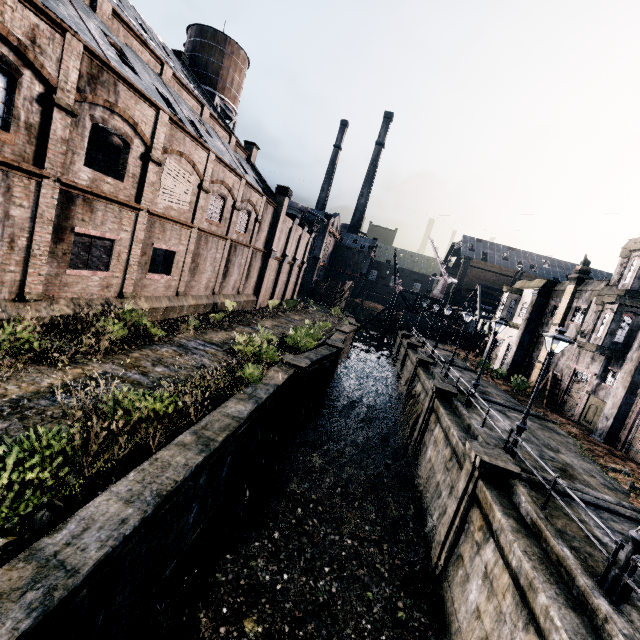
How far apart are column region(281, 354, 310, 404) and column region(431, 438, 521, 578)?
8.65m

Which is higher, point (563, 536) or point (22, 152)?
point (22, 152)

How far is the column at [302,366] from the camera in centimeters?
1792cm

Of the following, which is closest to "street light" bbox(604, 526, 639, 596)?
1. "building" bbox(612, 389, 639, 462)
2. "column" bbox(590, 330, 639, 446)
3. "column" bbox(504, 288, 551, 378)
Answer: "building" bbox(612, 389, 639, 462)

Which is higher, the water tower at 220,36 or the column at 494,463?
the water tower at 220,36

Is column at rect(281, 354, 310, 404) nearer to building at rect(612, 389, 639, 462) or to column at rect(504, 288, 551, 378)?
building at rect(612, 389, 639, 462)

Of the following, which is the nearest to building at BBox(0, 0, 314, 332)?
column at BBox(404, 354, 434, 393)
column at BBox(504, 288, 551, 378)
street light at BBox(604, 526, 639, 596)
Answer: column at BBox(404, 354, 434, 393)

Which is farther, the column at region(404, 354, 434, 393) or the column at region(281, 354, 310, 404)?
the column at region(404, 354, 434, 393)
